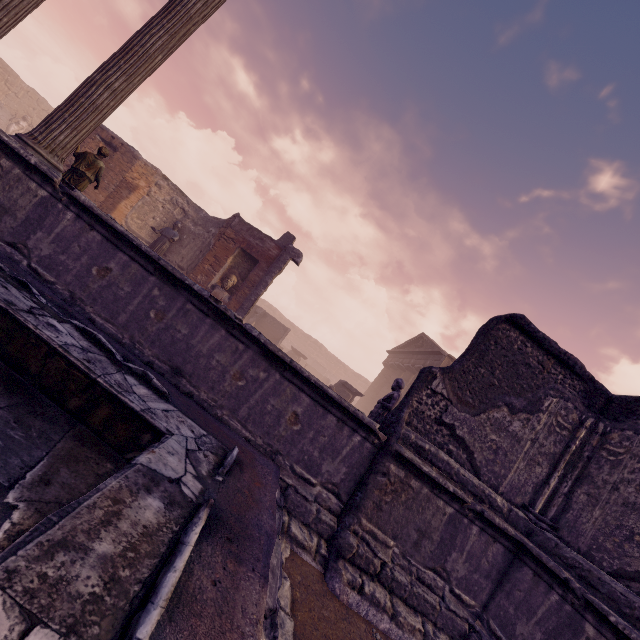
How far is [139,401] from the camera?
2.70m

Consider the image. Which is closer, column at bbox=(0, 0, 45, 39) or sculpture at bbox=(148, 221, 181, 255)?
column at bbox=(0, 0, 45, 39)

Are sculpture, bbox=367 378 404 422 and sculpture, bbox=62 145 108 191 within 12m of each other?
yes

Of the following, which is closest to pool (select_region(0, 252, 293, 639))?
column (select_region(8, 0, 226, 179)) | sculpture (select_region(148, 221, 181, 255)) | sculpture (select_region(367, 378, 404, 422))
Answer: column (select_region(8, 0, 226, 179))

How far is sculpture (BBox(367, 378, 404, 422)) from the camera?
6.3 meters

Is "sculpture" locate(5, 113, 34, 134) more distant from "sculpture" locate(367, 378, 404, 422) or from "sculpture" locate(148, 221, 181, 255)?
"sculpture" locate(367, 378, 404, 422)

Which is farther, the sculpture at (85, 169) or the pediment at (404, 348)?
the pediment at (404, 348)

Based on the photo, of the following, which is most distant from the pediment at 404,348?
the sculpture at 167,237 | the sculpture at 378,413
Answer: the sculpture at 167,237
